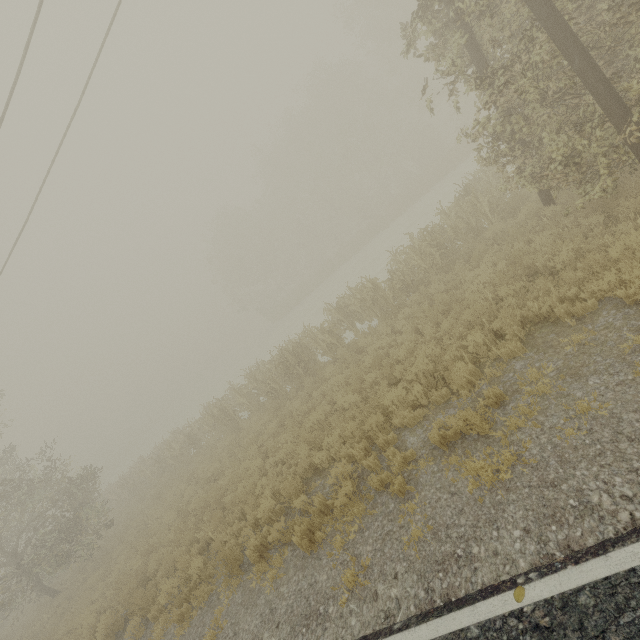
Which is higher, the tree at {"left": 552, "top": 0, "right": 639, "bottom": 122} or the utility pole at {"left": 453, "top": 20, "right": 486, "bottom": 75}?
the utility pole at {"left": 453, "top": 20, "right": 486, "bottom": 75}

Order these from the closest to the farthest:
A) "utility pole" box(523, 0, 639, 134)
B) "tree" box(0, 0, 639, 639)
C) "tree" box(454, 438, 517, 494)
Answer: "tree" box(454, 438, 517, 494) < "utility pole" box(523, 0, 639, 134) < "tree" box(0, 0, 639, 639)

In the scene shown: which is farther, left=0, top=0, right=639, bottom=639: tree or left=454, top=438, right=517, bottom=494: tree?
left=0, top=0, right=639, bottom=639: tree

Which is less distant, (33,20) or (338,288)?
(33,20)

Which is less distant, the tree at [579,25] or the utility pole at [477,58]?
the tree at [579,25]

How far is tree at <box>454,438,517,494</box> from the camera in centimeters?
447cm

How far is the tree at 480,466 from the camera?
4.5m
